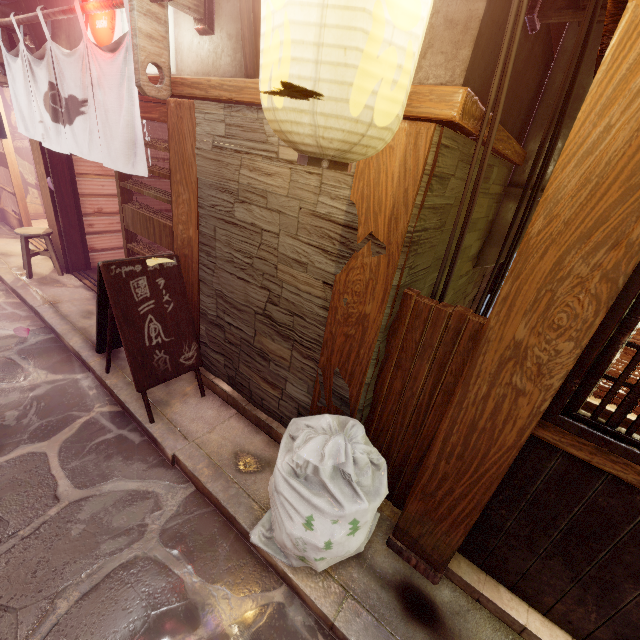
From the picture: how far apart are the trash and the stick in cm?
34

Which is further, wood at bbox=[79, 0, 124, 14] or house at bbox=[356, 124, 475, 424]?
wood at bbox=[79, 0, 124, 14]

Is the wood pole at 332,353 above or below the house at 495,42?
below

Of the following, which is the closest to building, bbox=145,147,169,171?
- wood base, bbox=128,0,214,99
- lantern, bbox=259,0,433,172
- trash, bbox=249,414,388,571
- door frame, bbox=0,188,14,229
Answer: door frame, bbox=0,188,14,229

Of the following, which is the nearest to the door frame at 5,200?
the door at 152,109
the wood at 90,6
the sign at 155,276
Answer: the wood at 90,6

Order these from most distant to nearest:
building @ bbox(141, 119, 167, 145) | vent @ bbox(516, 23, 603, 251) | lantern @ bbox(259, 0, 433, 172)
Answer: building @ bbox(141, 119, 167, 145) → vent @ bbox(516, 23, 603, 251) → lantern @ bbox(259, 0, 433, 172)

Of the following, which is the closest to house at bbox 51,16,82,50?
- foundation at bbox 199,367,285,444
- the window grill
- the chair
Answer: the window grill

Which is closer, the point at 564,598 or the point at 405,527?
the point at 564,598
